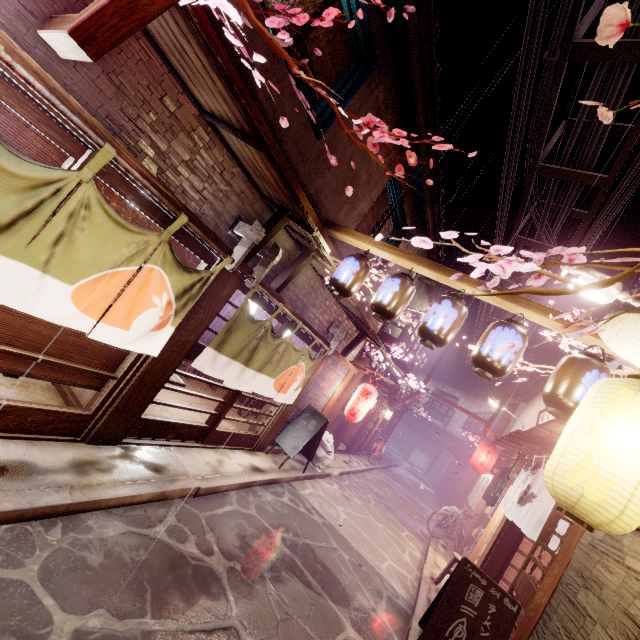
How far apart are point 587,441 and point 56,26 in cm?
853

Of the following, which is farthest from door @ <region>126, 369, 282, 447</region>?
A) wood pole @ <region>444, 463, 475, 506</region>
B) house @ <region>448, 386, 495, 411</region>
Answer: house @ <region>448, 386, 495, 411</region>

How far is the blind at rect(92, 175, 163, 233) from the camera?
5.6 meters

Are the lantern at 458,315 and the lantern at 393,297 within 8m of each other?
yes

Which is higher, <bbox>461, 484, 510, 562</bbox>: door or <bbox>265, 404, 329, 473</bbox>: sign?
<bbox>461, 484, 510, 562</bbox>: door

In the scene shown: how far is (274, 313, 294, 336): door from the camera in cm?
1080

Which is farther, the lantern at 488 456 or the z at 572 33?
the lantern at 488 456

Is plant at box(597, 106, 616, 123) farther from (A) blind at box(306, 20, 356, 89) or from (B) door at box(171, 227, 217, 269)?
(A) blind at box(306, 20, 356, 89)
